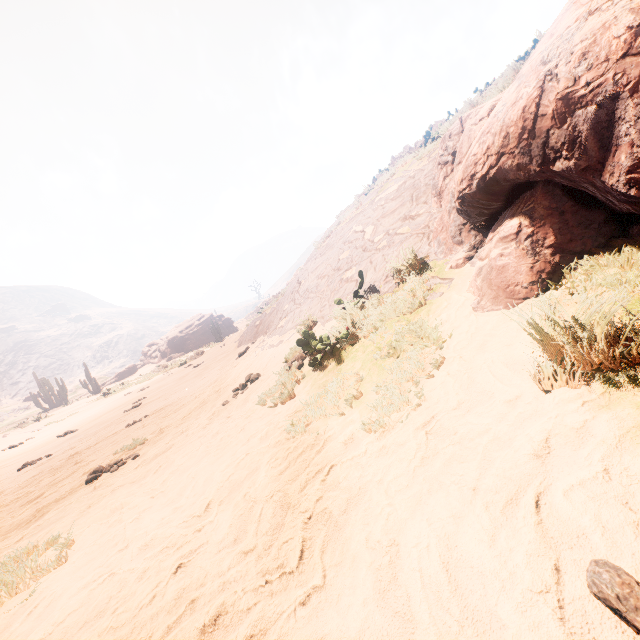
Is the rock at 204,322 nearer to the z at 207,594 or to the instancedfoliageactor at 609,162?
the z at 207,594

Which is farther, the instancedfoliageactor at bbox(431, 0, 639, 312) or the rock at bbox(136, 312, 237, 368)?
the rock at bbox(136, 312, 237, 368)

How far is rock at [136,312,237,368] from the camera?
46.3m

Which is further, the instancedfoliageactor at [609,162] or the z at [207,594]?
the instancedfoliageactor at [609,162]

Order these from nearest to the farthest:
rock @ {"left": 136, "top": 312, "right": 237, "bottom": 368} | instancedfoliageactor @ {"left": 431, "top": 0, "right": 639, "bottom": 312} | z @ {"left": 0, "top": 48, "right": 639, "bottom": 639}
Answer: z @ {"left": 0, "top": 48, "right": 639, "bottom": 639}, instancedfoliageactor @ {"left": 431, "top": 0, "right": 639, "bottom": 312}, rock @ {"left": 136, "top": 312, "right": 237, "bottom": 368}

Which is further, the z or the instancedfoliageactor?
the instancedfoliageactor

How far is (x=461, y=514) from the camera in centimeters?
158cm

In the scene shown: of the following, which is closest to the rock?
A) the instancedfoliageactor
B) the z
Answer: the z
